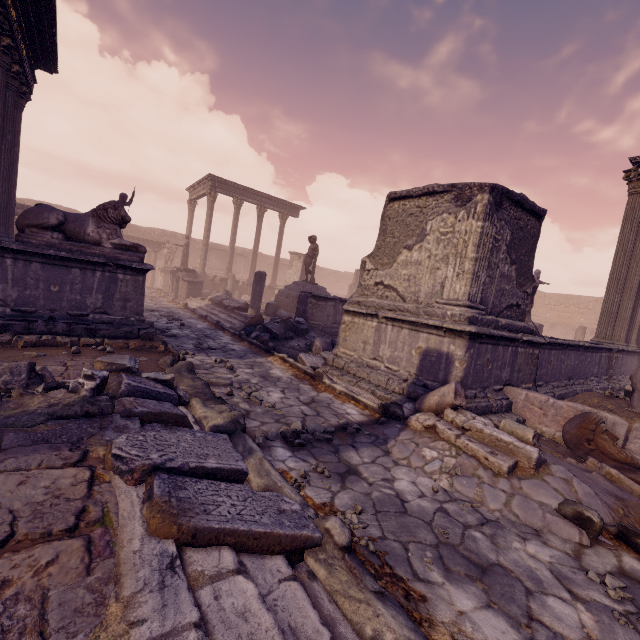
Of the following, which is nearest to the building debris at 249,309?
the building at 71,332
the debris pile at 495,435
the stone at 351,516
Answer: the building at 71,332

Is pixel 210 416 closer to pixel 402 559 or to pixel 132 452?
pixel 132 452

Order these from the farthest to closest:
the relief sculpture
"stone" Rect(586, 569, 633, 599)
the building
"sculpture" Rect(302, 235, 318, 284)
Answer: the relief sculpture < "sculpture" Rect(302, 235, 318, 284) < the building < "stone" Rect(586, 569, 633, 599)

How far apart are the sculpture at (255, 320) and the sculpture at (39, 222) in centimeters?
379cm

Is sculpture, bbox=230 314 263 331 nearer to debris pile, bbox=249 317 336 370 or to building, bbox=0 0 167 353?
debris pile, bbox=249 317 336 370

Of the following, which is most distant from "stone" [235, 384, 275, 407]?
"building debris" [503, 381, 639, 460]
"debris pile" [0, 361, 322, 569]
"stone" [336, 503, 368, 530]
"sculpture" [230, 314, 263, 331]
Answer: "sculpture" [230, 314, 263, 331]

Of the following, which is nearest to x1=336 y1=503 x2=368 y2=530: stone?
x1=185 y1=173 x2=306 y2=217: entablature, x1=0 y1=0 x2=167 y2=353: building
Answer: x1=0 y1=0 x2=167 y2=353: building

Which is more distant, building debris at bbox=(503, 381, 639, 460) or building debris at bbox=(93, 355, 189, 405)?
building debris at bbox=(503, 381, 639, 460)
